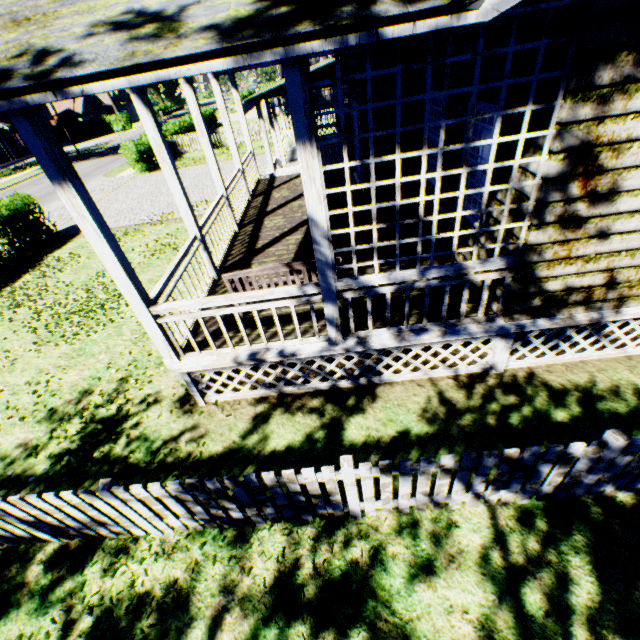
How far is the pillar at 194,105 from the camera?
6.84m

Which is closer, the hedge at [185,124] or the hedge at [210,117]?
the hedge at [185,124]

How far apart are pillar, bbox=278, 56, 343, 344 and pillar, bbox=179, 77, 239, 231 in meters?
5.3 m

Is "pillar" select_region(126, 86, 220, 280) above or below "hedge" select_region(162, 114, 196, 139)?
above

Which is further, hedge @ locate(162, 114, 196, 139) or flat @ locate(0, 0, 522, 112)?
hedge @ locate(162, 114, 196, 139)

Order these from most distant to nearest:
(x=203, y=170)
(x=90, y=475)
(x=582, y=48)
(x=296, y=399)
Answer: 1. (x=203, y=170)
2. (x=296, y=399)
3. (x=90, y=475)
4. (x=582, y=48)

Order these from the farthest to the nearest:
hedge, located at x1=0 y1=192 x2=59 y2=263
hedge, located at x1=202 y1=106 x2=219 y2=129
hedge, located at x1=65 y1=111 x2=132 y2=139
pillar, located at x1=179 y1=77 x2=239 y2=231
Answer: hedge, located at x1=65 y1=111 x2=132 y2=139, hedge, located at x1=202 y1=106 x2=219 y2=129, hedge, located at x1=0 y1=192 x2=59 y2=263, pillar, located at x1=179 y1=77 x2=239 y2=231

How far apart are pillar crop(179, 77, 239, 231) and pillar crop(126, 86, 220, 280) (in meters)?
2.23
